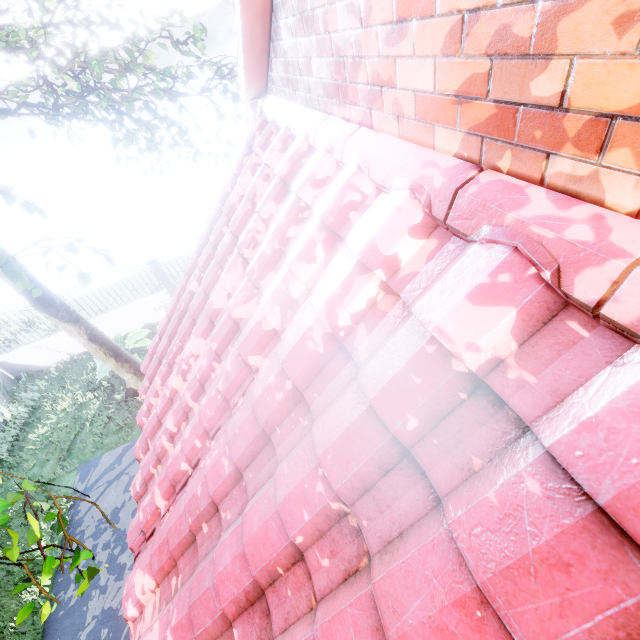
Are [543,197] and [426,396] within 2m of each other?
yes

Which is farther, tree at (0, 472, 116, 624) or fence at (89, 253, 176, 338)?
fence at (89, 253, 176, 338)

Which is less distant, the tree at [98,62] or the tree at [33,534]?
the tree at [33,534]

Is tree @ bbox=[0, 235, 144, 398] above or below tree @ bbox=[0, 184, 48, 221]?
below

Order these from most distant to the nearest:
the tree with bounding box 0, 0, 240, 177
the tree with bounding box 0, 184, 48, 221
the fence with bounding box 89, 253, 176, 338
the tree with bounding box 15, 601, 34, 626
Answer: the fence with bounding box 89, 253, 176, 338, the tree with bounding box 0, 0, 240, 177, the tree with bounding box 15, 601, 34, 626, the tree with bounding box 0, 184, 48, 221

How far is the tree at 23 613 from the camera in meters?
2.7

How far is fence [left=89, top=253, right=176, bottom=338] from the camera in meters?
10.9 m

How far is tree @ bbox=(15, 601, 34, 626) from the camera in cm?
270
